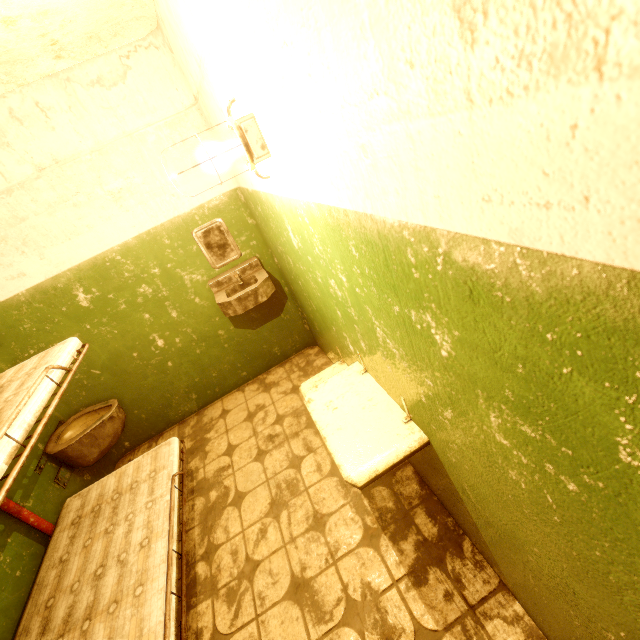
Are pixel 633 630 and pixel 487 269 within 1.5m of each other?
yes

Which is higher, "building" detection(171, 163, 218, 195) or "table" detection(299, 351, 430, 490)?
"building" detection(171, 163, 218, 195)

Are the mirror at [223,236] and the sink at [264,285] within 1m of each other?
yes

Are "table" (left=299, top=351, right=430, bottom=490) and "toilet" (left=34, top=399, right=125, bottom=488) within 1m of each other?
no

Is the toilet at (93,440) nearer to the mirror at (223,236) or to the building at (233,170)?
the building at (233,170)

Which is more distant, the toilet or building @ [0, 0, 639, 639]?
the toilet

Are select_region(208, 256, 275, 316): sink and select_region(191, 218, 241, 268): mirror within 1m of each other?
yes
